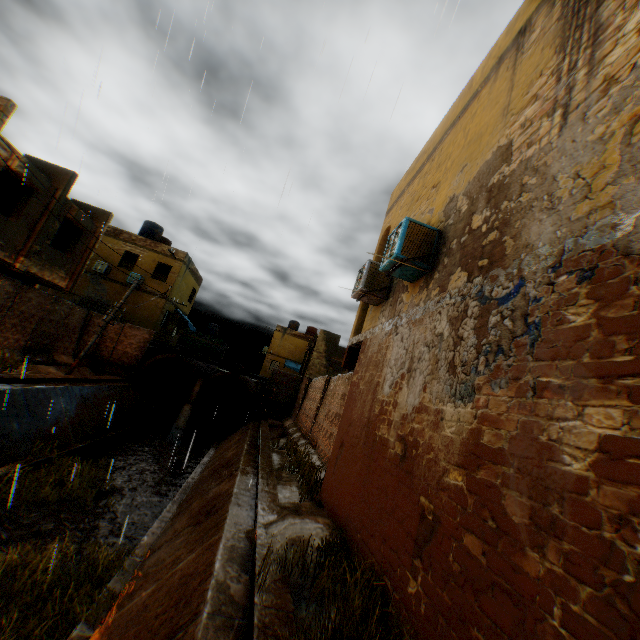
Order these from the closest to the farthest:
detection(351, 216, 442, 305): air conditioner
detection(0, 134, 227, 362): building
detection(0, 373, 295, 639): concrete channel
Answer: detection(0, 373, 295, 639): concrete channel
detection(351, 216, 442, 305): air conditioner
detection(0, 134, 227, 362): building

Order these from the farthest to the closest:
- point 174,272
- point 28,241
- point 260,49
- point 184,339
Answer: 1. point 184,339
2. point 174,272
3. point 28,241
4. point 260,49

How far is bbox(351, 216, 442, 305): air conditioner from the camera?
5.6 meters

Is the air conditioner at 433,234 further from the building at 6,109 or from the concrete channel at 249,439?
the concrete channel at 249,439

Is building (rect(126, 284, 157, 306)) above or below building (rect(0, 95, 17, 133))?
below

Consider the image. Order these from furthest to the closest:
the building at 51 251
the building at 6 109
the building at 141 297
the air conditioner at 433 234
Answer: the building at 141 297 < the building at 51 251 < the building at 6 109 < the air conditioner at 433 234

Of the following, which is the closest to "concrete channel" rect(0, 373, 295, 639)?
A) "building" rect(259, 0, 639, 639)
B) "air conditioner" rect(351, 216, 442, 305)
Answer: "building" rect(259, 0, 639, 639)

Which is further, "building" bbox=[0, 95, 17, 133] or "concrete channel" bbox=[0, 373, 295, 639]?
"building" bbox=[0, 95, 17, 133]
